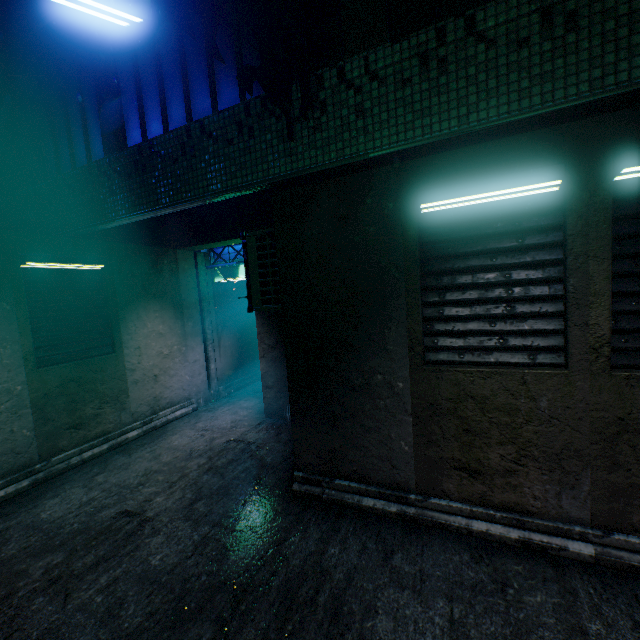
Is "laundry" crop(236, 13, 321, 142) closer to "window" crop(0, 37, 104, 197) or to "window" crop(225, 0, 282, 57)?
"window" crop(225, 0, 282, 57)

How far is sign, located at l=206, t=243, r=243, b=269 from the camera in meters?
6.1 m

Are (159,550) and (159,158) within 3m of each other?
no

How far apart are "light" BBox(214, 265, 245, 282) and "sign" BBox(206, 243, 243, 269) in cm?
1

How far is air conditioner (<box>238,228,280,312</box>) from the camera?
3.56m

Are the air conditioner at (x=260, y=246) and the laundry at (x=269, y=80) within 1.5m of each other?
yes

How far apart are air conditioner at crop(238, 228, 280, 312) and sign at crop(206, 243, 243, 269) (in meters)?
0.92

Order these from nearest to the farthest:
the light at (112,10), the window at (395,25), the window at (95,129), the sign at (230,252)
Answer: the light at (112,10)
the window at (395,25)
the window at (95,129)
the sign at (230,252)
